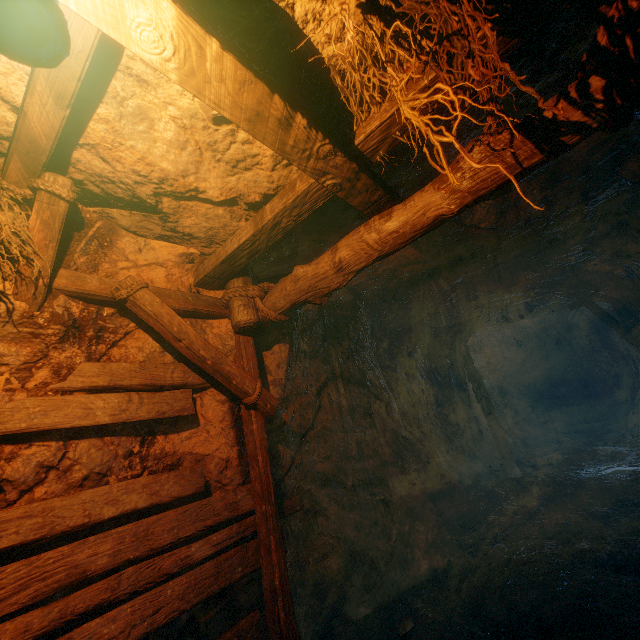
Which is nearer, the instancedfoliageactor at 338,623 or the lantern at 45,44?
the lantern at 45,44

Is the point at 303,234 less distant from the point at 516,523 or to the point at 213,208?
the point at 213,208

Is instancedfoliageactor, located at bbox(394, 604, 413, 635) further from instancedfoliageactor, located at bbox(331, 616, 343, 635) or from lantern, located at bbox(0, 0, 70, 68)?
lantern, located at bbox(0, 0, 70, 68)

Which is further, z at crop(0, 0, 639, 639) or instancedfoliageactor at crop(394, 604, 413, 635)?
instancedfoliageactor at crop(394, 604, 413, 635)

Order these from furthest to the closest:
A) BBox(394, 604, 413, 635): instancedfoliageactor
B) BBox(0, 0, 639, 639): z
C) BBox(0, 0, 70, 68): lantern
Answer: BBox(394, 604, 413, 635): instancedfoliageactor → BBox(0, 0, 639, 639): z → BBox(0, 0, 70, 68): lantern

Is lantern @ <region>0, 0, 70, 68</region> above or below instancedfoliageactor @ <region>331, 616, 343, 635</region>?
above

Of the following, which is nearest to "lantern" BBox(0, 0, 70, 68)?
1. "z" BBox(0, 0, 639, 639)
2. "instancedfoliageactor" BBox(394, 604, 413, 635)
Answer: "z" BBox(0, 0, 639, 639)

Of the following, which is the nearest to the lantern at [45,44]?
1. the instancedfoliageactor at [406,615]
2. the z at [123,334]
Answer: the z at [123,334]
